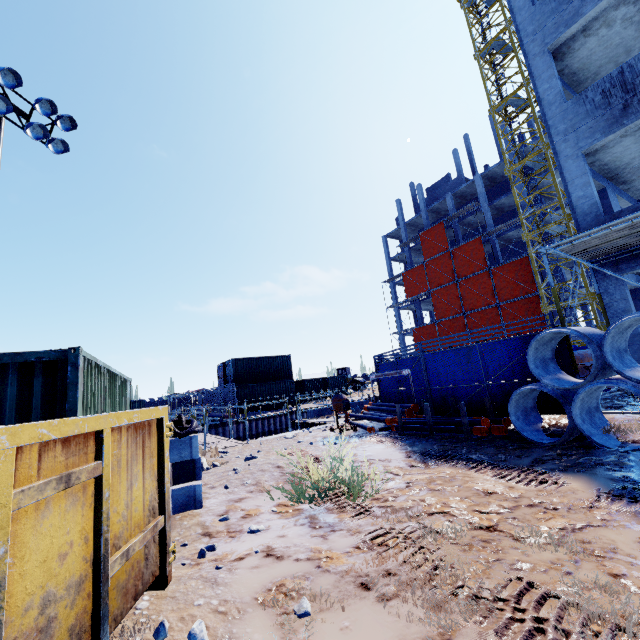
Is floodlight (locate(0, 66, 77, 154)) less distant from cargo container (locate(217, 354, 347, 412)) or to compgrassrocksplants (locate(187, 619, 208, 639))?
compgrassrocksplants (locate(187, 619, 208, 639))

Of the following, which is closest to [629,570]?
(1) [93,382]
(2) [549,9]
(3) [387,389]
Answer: (1) [93,382]

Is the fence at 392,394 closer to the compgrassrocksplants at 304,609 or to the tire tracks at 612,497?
the tire tracks at 612,497

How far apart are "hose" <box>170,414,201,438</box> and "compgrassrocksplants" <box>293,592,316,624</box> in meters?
3.3

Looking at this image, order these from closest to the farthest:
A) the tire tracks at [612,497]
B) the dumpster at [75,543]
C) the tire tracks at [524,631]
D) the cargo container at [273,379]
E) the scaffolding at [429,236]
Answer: the dumpster at [75,543]
the tire tracks at [524,631]
the tire tracks at [612,497]
the cargo container at [273,379]
the scaffolding at [429,236]

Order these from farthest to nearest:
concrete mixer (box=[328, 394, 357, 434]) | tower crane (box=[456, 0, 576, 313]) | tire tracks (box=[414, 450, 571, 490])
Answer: tower crane (box=[456, 0, 576, 313]) → concrete mixer (box=[328, 394, 357, 434]) → tire tracks (box=[414, 450, 571, 490])

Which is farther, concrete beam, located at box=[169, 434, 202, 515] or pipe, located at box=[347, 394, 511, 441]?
pipe, located at box=[347, 394, 511, 441]

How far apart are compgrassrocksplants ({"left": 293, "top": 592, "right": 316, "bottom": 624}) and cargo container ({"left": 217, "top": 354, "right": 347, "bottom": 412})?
28.0 meters
